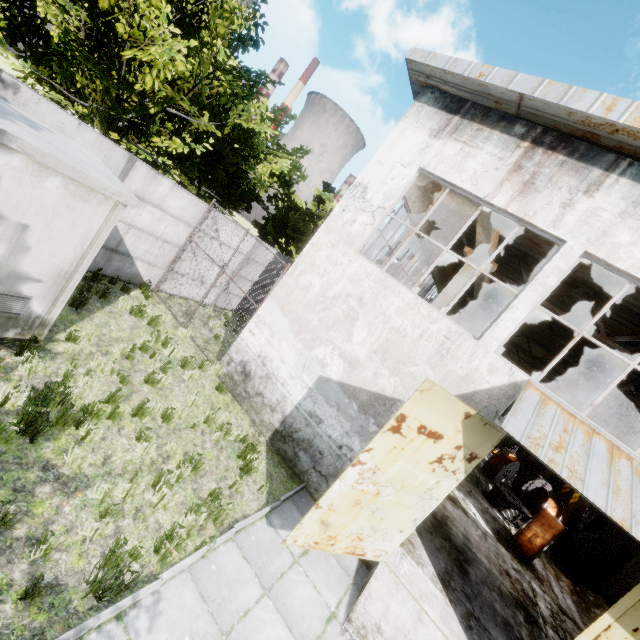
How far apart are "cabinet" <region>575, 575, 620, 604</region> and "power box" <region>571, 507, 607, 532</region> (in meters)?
12.29

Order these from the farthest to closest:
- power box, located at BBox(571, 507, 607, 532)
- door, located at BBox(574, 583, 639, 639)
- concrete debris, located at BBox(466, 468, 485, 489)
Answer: power box, located at BBox(571, 507, 607, 532) → concrete debris, located at BBox(466, 468, 485, 489) → door, located at BBox(574, 583, 639, 639)

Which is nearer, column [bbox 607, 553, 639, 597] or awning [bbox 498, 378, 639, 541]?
awning [bbox 498, 378, 639, 541]

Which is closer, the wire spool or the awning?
the awning

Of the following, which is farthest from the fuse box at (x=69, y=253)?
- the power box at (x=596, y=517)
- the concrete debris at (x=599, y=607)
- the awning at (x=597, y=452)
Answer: the power box at (x=596, y=517)

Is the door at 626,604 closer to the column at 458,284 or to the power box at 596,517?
the column at 458,284

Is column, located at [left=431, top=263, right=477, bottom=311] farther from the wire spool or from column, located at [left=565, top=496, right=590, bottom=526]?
column, located at [left=565, top=496, right=590, bottom=526]

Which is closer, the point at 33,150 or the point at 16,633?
the point at 16,633
